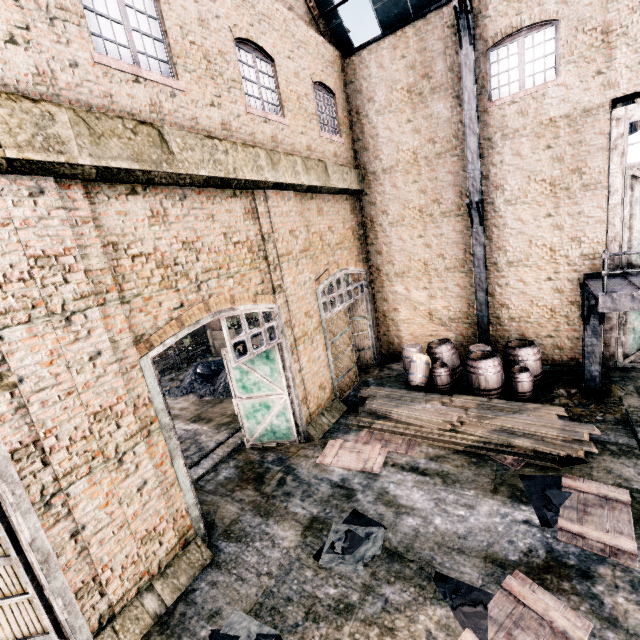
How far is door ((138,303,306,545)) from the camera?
6.8m

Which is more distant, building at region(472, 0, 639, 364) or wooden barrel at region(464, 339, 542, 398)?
wooden barrel at region(464, 339, 542, 398)

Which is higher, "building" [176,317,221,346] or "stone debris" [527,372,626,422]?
"stone debris" [527,372,626,422]

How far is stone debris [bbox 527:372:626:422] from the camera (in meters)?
9.41

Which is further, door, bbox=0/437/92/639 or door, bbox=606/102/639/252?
door, bbox=606/102/639/252

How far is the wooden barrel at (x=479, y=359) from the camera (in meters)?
10.81

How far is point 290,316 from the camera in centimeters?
1026cm

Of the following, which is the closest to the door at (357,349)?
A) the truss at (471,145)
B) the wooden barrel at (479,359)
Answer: the truss at (471,145)
